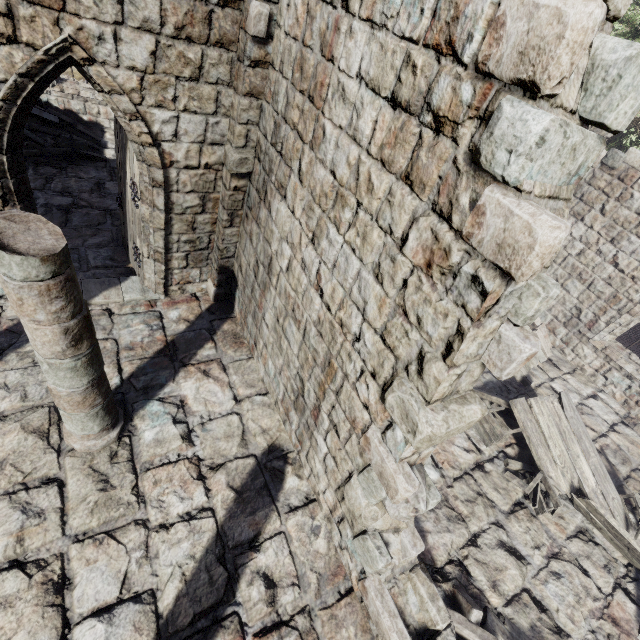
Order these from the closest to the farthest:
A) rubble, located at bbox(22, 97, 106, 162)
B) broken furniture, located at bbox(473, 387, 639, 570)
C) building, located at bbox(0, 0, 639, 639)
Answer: building, located at bbox(0, 0, 639, 639) → broken furniture, located at bbox(473, 387, 639, 570) → rubble, located at bbox(22, 97, 106, 162)

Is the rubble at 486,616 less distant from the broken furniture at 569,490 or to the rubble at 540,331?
the broken furniture at 569,490

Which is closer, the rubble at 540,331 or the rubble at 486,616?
the rubble at 486,616

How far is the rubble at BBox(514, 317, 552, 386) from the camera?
8.52m

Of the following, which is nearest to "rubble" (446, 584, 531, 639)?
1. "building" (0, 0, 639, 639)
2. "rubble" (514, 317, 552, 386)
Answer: "building" (0, 0, 639, 639)

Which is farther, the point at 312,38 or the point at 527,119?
the point at 312,38

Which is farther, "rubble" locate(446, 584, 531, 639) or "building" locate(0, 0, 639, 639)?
"rubble" locate(446, 584, 531, 639)

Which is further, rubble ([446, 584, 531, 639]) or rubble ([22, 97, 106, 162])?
rubble ([22, 97, 106, 162])
